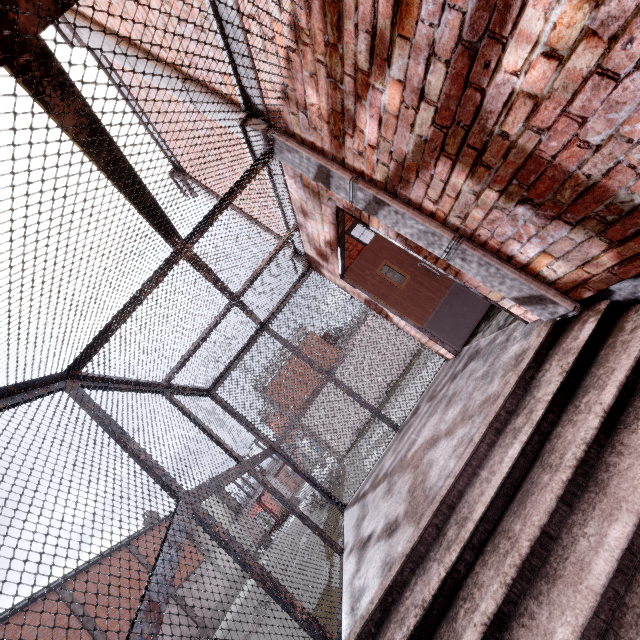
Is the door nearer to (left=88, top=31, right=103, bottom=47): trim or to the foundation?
(left=88, top=31, right=103, bottom=47): trim

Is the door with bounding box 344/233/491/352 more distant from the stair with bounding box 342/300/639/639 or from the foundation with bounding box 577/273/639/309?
the foundation with bounding box 577/273/639/309

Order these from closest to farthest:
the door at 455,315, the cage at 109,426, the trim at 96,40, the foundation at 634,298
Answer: the cage at 109,426
the foundation at 634,298
the trim at 96,40
the door at 455,315

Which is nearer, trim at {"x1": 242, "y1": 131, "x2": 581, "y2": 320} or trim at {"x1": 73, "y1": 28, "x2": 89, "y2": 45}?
trim at {"x1": 242, "y1": 131, "x2": 581, "y2": 320}

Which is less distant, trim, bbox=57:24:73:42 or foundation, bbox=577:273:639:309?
foundation, bbox=577:273:639:309

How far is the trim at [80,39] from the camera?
3.7 meters

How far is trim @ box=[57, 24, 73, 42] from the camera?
3.78m

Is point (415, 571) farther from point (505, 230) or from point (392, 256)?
point (392, 256)
